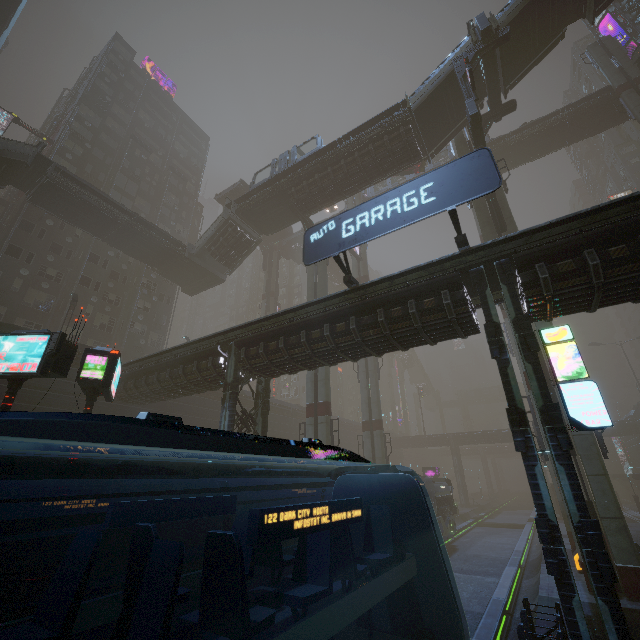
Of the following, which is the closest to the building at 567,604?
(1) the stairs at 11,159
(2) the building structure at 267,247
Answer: (1) the stairs at 11,159

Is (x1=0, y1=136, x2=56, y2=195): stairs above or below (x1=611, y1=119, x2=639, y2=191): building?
below

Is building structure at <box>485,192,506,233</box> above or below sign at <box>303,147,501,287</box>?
above

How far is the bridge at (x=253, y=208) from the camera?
25.2m

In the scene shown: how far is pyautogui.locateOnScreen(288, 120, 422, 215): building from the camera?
25.1m

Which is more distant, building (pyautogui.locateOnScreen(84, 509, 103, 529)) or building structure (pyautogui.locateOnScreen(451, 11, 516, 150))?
building (pyautogui.locateOnScreen(84, 509, 103, 529))

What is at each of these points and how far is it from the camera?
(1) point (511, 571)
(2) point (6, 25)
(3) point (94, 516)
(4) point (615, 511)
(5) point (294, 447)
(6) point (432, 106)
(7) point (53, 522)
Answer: (1) train rail, 19.2 meters
(2) building, 36.7 meters
(3) building, 21.5 meters
(4) sm, 14.6 meters
(5) train, 4.5 meters
(6) stairs, 24.5 meters
(7) sign, 10.6 meters
